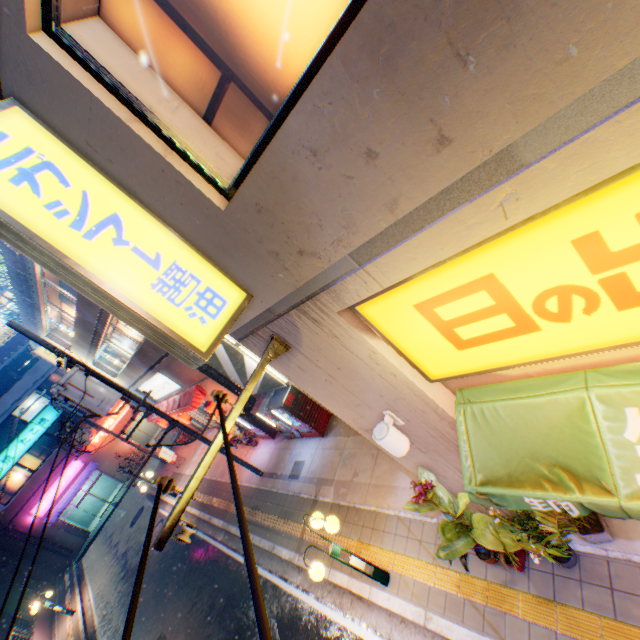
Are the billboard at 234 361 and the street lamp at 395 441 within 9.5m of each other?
yes

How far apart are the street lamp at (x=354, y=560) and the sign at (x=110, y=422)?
32.3m

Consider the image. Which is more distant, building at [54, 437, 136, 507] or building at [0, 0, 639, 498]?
building at [54, 437, 136, 507]

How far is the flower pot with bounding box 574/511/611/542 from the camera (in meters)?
4.53

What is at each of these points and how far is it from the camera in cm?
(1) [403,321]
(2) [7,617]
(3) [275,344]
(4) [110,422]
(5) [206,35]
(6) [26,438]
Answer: (1) sign, 307
(2) overpass support, 2205
(3) electric pole, 384
(4) sign, 3117
(5) window glass, 234
(6) sign, 2720

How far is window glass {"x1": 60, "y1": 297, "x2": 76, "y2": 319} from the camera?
16.7 meters

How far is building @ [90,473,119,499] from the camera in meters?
31.5 m

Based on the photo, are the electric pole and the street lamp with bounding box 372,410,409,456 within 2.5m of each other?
yes
